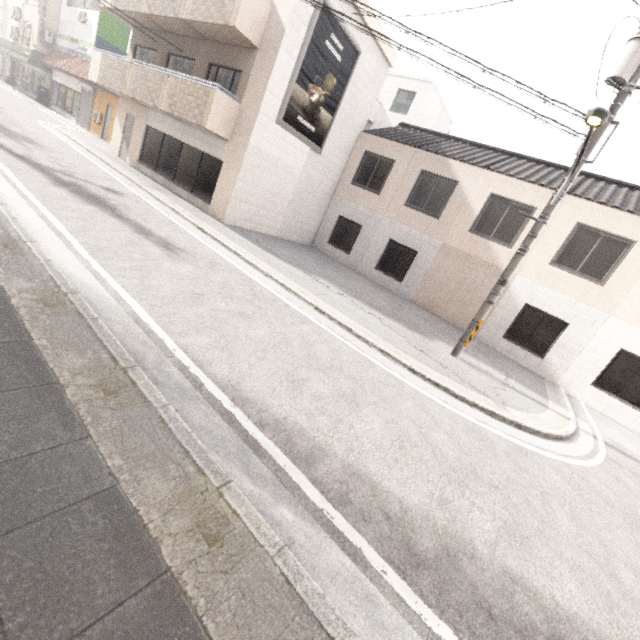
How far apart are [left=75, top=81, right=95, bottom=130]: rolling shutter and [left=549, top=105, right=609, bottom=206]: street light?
27.0m

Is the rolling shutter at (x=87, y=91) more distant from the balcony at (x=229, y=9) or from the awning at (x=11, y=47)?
the balcony at (x=229, y=9)

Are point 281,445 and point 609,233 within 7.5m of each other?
no

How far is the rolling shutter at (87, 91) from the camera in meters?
21.0

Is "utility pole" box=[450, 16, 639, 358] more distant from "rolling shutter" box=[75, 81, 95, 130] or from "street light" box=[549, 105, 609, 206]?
"rolling shutter" box=[75, 81, 95, 130]

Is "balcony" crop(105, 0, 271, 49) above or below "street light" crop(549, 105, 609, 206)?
above

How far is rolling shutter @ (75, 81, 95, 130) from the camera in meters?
21.0 m

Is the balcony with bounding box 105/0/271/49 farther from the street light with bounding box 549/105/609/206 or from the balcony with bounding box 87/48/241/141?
the street light with bounding box 549/105/609/206
